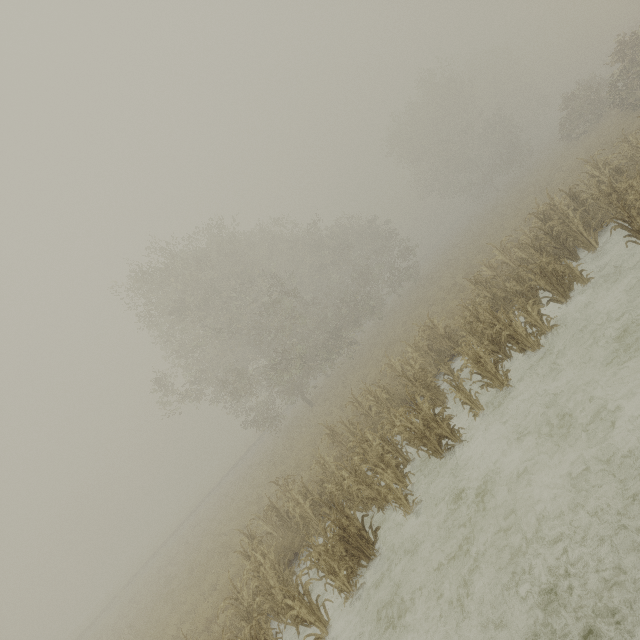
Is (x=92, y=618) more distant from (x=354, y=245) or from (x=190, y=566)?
(x=354, y=245)
